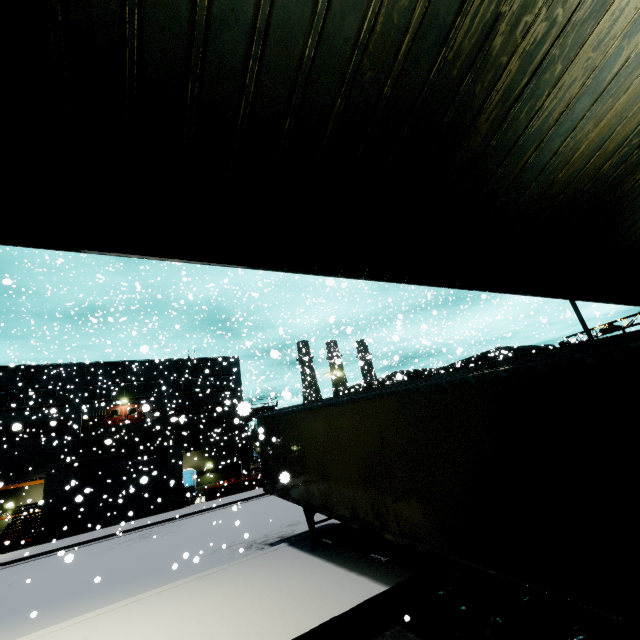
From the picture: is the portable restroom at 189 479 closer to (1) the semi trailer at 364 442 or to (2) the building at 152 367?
(2) the building at 152 367

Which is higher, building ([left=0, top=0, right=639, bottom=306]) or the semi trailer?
building ([left=0, top=0, right=639, bottom=306])

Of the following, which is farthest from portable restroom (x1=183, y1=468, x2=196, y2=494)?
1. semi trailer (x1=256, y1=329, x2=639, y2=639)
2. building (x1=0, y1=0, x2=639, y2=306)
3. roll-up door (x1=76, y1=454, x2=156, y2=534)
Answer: roll-up door (x1=76, y1=454, x2=156, y2=534)

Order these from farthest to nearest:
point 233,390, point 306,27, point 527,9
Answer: point 233,390 → point 527,9 → point 306,27

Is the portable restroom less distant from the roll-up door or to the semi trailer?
the semi trailer

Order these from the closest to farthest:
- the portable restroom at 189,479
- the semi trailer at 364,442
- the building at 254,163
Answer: the building at 254,163 < the semi trailer at 364,442 < the portable restroom at 189,479

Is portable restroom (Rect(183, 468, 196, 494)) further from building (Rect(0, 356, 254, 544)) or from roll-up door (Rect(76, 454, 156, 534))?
roll-up door (Rect(76, 454, 156, 534))

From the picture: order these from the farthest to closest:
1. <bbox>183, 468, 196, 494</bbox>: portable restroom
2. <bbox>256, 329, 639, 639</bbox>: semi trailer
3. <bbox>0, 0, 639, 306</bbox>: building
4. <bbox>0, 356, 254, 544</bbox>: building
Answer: <bbox>183, 468, 196, 494</bbox>: portable restroom
<bbox>0, 356, 254, 544</bbox>: building
<bbox>256, 329, 639, 639</bbox>: semi trailer
<bbox>0, 0, 639, 306</bbox>: building
